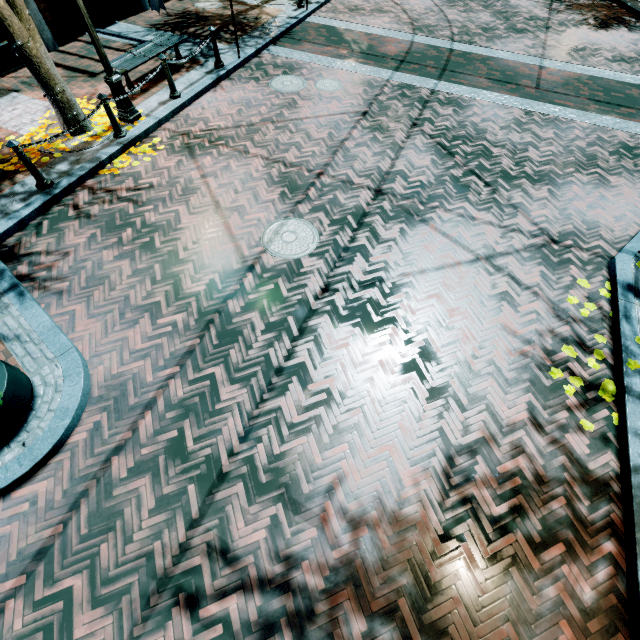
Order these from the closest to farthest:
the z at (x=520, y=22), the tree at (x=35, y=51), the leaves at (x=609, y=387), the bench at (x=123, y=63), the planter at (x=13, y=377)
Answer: the planter at (x=13, y=377) < the leaves at (x=609, y=387) < the tree at (x=35, y=51) < the bench at (x=123, y=63) < the z at (x=520, y=22)

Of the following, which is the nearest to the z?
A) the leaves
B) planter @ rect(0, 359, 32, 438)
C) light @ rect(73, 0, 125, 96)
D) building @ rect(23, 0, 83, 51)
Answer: building @ rect(23, 0, 83, 51)

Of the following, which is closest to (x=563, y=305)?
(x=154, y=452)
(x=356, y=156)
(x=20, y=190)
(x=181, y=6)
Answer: (x=356, y=156)

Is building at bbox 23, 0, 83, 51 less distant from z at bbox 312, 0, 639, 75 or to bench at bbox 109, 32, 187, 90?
z at bbox 312, 0, 639, 75

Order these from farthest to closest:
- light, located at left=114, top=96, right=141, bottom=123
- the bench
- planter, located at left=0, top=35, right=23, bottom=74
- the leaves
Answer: planter, located at left=0, top=35, right=23, bottom=74 < the bench < light, located at left=114, top=96, right=141, bottom=123 < the leaves

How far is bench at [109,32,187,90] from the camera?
7.8 meters

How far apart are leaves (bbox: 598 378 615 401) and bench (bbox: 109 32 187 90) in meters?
11.4 m

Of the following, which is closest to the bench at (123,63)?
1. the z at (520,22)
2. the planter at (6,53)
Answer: the planter at (6,53)
